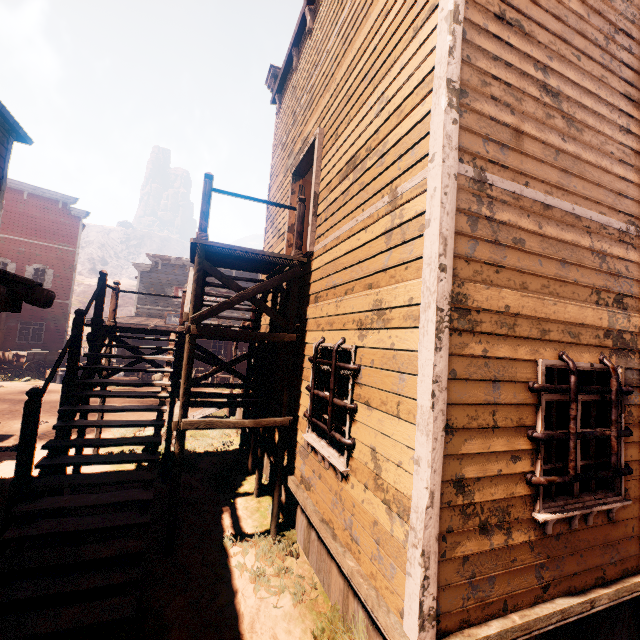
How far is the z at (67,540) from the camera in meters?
4.5 m

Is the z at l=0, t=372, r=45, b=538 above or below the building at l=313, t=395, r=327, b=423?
below

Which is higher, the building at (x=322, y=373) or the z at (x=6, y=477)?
the building at (x=322, y=373)

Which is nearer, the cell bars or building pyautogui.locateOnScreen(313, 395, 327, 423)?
the cell bars

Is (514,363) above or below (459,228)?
below

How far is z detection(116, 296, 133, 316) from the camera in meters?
56.1 m

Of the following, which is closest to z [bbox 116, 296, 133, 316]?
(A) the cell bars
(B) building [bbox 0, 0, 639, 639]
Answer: (B) building [bbox 0, 0, 639, 639]
